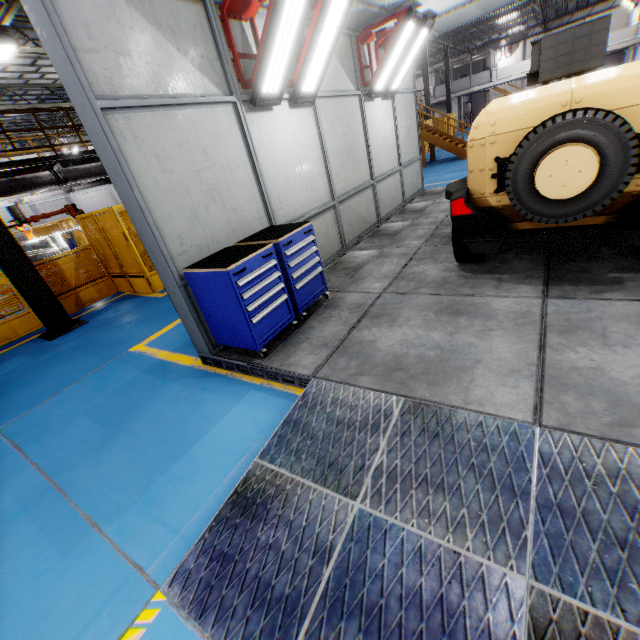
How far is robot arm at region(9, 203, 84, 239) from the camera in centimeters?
966cm

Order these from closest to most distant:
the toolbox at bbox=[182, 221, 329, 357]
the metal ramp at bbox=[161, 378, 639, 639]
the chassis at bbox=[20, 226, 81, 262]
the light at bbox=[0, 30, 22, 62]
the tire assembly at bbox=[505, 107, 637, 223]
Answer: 1. the metal ramp at bbox=[161, 378, 639, 639]
2. the tire assembly at bbox=[505, 107, 637, 223]
3. the toolbox at bbox=[182, 221, 329, 357]
4. the light at bbox=[0, 30, 22, 62]
5. the chassis at bbox=[20, 226, 81, 262]

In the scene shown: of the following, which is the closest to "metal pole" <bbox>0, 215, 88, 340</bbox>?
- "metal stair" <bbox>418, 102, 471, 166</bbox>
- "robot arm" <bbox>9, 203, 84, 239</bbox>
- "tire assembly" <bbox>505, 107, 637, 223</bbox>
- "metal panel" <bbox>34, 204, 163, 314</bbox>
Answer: "metal panel" <bbox>34, 204, 163, 314</bbox>

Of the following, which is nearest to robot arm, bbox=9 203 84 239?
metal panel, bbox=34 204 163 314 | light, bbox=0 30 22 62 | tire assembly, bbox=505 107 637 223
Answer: metal panel, bbox=34 204 163 314

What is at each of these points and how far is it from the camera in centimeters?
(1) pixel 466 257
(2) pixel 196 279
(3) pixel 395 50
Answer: (1) tire assembly, 470cm
(2) toolbox, 378cm
(3) light, 675cm

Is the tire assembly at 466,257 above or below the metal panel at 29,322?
above

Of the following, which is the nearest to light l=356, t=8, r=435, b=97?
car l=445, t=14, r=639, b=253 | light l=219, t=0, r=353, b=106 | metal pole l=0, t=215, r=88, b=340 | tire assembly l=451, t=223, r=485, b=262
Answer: car l=445, t=14, r=639, b=253

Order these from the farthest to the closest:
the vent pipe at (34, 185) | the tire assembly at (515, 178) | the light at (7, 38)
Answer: the light at (7, 38) < the vent pipe at (34, 185) < the tire assembly at (515, 178)
